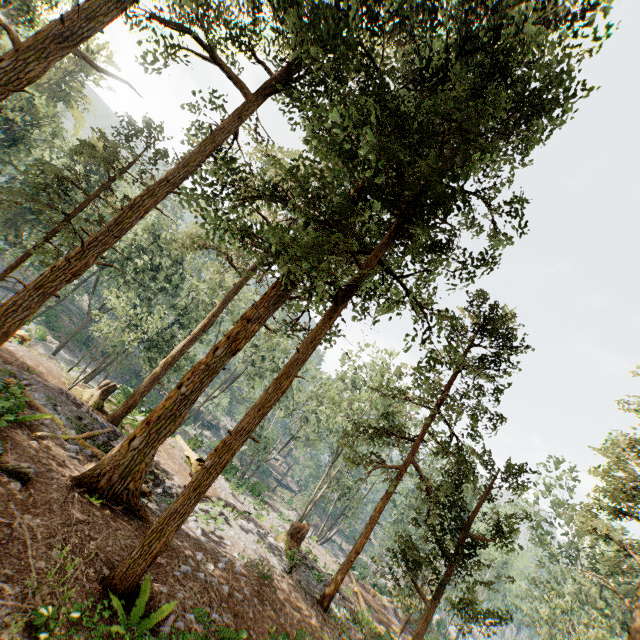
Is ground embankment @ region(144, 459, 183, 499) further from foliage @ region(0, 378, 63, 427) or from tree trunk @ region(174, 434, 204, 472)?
tree trunk @ region(174, 434, 204, 472)

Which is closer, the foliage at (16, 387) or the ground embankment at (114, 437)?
the foliage at (16, 387)

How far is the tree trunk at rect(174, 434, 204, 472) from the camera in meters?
23.2

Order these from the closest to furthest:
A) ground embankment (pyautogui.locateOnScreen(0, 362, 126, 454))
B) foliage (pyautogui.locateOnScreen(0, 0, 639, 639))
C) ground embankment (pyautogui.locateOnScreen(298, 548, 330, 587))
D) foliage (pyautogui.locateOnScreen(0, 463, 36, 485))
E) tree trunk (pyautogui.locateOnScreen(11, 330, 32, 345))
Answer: foliage (pyautogui.locateOnScreen(0, 463, 36, 485)) < foliage (pyautogui.locateOnScreen(0, 0, 639, 639)) < ground embankment (pyautogui.locateOnScreen(0, 362, 126, 454)) < ground embankment (pyautogui.locateOnScreen(298, 548, 330, 587)) < tree trunk (pyautogui.locateOnScreen(11, 330, 32, 345))

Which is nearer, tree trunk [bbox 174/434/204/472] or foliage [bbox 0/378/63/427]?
foliage [bbox 0/378/63/427]

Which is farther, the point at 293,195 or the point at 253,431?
the point at 293,195

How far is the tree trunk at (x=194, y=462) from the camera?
23.23m

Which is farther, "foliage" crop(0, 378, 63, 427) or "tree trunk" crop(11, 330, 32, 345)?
"tree trunk" crop(11, 330, 32, 345)
